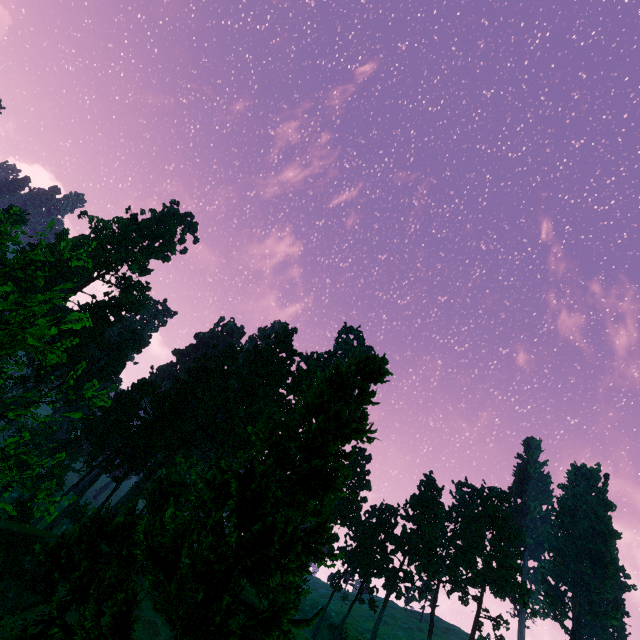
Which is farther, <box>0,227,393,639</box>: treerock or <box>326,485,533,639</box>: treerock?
<box>326,485,533,639</box>: treerock

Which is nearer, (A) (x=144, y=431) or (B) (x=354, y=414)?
(B) (x=354, y=414)

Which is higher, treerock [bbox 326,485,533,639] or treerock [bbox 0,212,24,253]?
treerock [bbox 326,485,533,639]

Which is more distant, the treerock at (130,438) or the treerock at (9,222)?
the treerock at (130,438)

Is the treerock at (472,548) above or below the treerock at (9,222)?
above

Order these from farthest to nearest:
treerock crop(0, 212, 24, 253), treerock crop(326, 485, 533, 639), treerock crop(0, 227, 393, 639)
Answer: treerock crop(326, 485, 533, 639) < treerock crop(0, 227, 393, 639) < treerock crop(0, 212, 24, 253)
